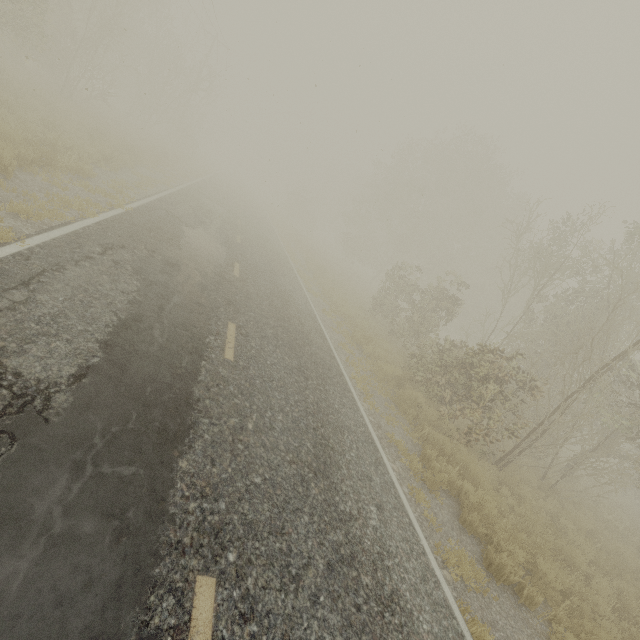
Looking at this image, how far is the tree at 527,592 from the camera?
5.5m

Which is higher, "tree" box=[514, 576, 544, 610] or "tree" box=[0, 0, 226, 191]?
"tree" box=[0, 0, 226, 191]

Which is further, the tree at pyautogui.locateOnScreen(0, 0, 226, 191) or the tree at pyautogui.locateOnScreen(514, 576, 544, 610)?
the tree at pyautogui.locateOnScreen(0, 0, 226, 191)

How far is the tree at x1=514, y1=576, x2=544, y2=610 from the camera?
5.49m

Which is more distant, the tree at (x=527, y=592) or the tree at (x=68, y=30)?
the tree at (x=68, y=30)

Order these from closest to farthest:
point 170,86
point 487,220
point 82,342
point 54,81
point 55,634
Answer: point 55,634
point 82,342
point 54,81
point 170,86
point 487,220
